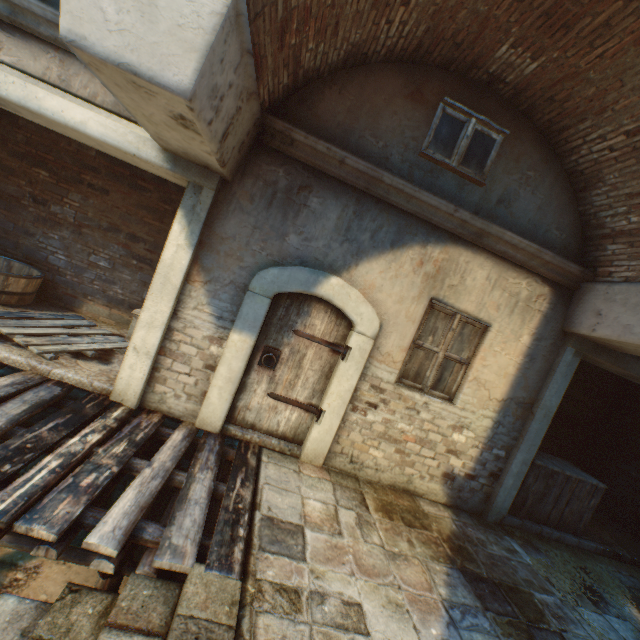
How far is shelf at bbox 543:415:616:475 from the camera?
7.7 meters

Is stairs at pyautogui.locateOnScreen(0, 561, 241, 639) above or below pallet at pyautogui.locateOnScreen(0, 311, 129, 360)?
below

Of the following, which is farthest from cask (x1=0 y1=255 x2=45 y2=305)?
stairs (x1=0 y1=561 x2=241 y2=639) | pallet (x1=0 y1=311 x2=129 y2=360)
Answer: stairs (x1=0 y1=561 x2=241 y2=639)

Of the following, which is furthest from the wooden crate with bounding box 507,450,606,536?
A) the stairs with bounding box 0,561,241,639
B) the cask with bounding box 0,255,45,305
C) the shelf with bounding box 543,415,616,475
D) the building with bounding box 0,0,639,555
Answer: the cask with bounding box 0,255,45,305

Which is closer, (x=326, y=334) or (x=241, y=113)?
(x=241, y=113)

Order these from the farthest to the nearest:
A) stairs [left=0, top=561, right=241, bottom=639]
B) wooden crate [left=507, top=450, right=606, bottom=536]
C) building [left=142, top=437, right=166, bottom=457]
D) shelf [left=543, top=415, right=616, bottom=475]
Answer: shelf [left=543, top=415, right=616, bottom=475]
wooden crate [left=507, top=450, right=606, bottom=536]
building [left=142, top=437, right=166, bottom=457]
stairs [left=0, top=561, right=241, bottom=639]

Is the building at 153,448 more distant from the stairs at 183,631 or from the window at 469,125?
the window at 469,125

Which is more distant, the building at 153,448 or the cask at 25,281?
the cask at 25,281
